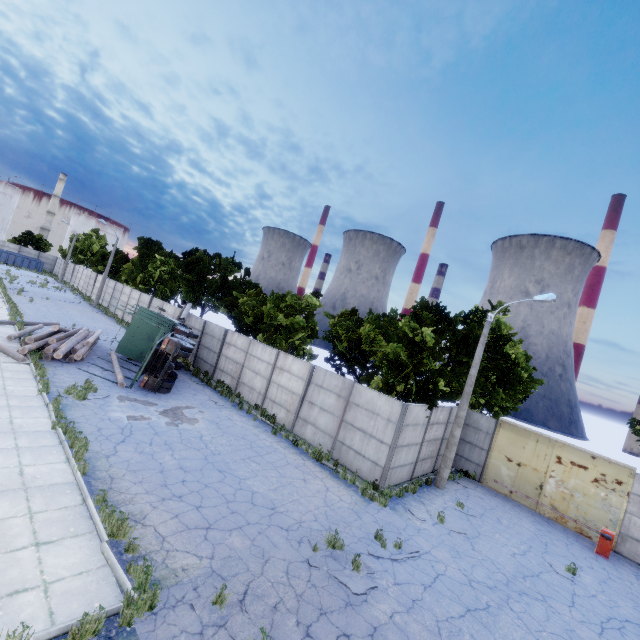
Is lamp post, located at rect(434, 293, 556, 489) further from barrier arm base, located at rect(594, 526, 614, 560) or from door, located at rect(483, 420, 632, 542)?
barrier arm base, located at rect(594, 526, 614, 560)

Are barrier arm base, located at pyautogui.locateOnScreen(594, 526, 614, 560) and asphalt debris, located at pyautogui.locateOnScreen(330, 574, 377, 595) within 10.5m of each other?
no

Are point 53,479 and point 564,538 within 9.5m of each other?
no

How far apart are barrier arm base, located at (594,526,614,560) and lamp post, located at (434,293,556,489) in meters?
6.3

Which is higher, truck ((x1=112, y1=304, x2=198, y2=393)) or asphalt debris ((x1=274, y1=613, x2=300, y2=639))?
truck ((x1=112, y1=304, x2=198, y2=393))

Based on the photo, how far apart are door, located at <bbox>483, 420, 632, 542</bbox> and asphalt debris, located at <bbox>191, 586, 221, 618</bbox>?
15.76m

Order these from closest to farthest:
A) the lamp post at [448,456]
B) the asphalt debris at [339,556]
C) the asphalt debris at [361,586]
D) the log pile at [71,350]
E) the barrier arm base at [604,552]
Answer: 1. the asphalt debris at [361,586]
2. the asphalt debris at [339,556]
3. the barrier arm base at [604,552]
4. the lamp post at [448,456]
5. the log pile at [71,350]

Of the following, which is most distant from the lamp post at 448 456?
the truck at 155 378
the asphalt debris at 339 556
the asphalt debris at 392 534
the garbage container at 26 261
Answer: the garbage container at 26 261
